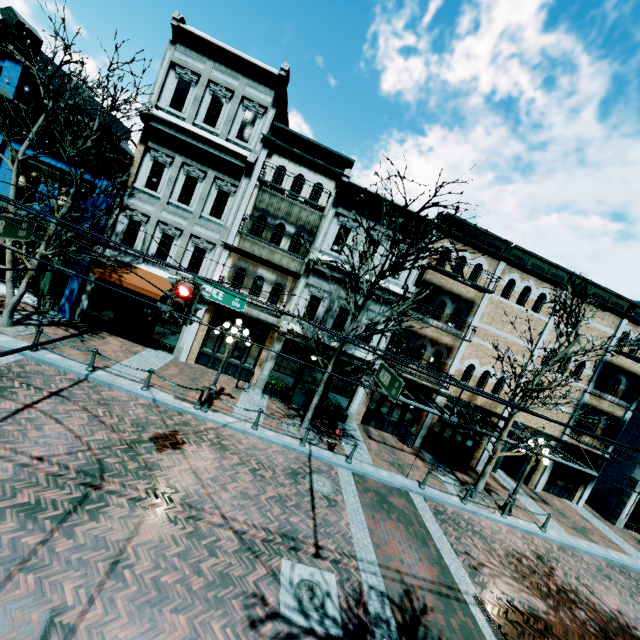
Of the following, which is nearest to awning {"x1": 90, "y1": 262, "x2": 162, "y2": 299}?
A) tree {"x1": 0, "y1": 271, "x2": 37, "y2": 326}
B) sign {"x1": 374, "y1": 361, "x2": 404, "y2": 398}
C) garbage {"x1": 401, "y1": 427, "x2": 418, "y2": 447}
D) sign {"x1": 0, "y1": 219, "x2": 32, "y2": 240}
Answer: tree {"x1": 0, "y1": 271, "x2": 37, "y2": 326}

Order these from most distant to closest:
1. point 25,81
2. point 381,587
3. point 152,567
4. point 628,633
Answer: point 25,81, point 628,633, point 381,587, point 152,567

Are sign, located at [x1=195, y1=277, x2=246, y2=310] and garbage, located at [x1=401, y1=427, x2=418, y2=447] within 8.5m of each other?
no

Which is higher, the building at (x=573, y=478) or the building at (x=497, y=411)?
the building at (x=497, y=411)

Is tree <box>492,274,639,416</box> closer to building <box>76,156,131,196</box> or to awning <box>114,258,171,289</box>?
building <box>76,156,131,196</box>

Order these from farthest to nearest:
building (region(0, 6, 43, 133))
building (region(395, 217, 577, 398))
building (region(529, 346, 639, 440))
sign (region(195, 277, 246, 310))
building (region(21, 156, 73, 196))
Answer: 1. building (region(529, 346, 639, 440))
2. building (region(395, 217, 577, 398))
3. building (region(21, 156, 73, 196))
4. building (region(0, 6, 43, 133))
5. sign (region(195, 277, 246, 310))

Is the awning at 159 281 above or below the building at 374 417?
above

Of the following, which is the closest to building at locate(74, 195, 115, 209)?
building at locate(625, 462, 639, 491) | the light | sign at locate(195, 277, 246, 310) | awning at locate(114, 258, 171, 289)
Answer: awning at locate(114, 258, 171, 289)
